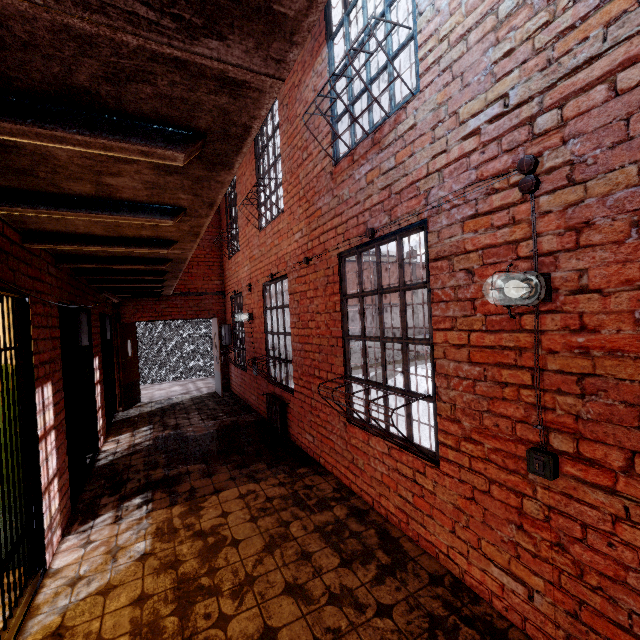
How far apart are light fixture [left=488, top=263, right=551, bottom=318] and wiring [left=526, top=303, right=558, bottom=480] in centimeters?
6cm

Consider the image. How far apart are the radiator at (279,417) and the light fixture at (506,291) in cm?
411

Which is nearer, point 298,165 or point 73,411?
point 73,411

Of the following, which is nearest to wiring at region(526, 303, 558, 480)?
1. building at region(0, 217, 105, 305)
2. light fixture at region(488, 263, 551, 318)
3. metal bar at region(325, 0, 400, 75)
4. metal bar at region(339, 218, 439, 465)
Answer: light fixture at region(488, 263, 551, 318)

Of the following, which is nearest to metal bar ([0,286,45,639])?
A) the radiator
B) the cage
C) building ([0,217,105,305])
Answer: building ([0,217,105,305])

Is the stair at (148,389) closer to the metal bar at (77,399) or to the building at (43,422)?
the building at (43,422)

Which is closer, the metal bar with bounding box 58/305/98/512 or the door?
the metal bar with bounding box 58/305/98/512

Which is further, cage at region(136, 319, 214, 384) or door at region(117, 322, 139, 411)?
cage at region(136, 319, 214, 384)
